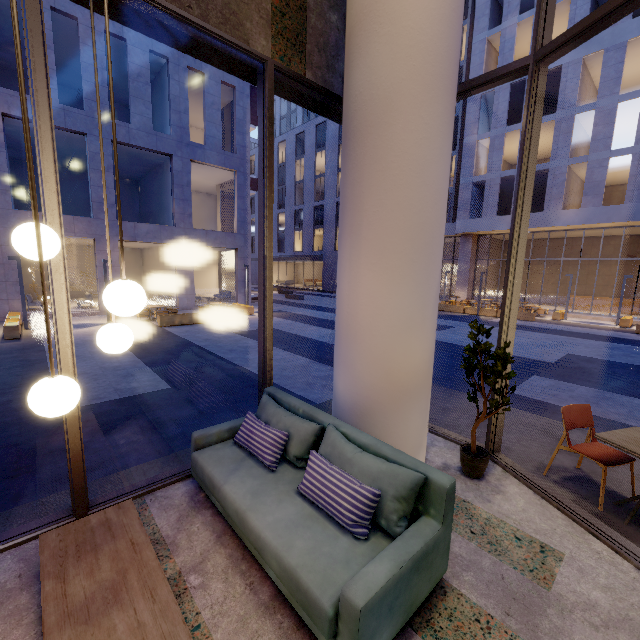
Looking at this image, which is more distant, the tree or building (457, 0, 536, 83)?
building (457, 0, 536, 83)

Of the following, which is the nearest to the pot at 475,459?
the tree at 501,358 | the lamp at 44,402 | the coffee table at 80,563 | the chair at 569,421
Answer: the tree at 501,358

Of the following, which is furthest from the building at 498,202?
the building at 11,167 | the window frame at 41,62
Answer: the window frame at 41,62

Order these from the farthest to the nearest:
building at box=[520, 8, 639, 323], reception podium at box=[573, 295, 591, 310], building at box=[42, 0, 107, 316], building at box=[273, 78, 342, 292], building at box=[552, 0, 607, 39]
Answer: building at box=[273, 78, 342, 292] < reception podium at box=[573, 295, 591, 310] < building at box=[552, 0, 607, 39] < building at box=[520, 8, 639, 323] < building at box=[42, 0, 107, 316]

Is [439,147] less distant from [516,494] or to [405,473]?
[405,473]

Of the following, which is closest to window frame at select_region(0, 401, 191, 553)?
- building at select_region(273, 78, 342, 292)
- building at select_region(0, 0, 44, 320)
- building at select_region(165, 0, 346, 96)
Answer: building at select_region(165, 0, 346, 96)

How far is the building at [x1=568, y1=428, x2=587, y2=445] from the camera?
4.5 meters

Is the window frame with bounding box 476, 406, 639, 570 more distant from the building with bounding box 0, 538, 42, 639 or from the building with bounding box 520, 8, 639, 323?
the building with bounding box 520, 8, 639, 323
